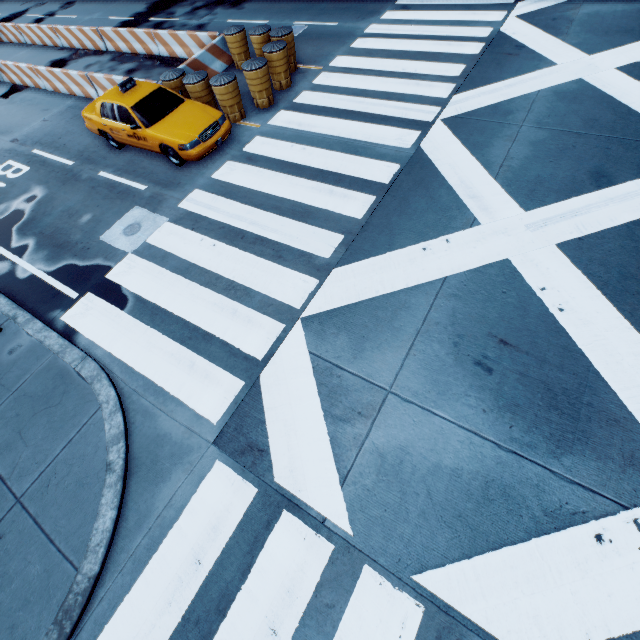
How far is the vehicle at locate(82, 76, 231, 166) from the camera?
8.87m

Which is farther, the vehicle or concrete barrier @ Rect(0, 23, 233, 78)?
concrete barrier @ Rect(0, 23, 233, 78)

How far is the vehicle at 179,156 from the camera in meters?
8.9

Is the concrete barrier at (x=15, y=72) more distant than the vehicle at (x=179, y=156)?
Yes

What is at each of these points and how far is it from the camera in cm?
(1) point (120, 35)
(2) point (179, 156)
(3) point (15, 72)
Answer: (1) concrete barrier, 1516
(2) vehicle, 911
(3) concrete barrier, 1506
